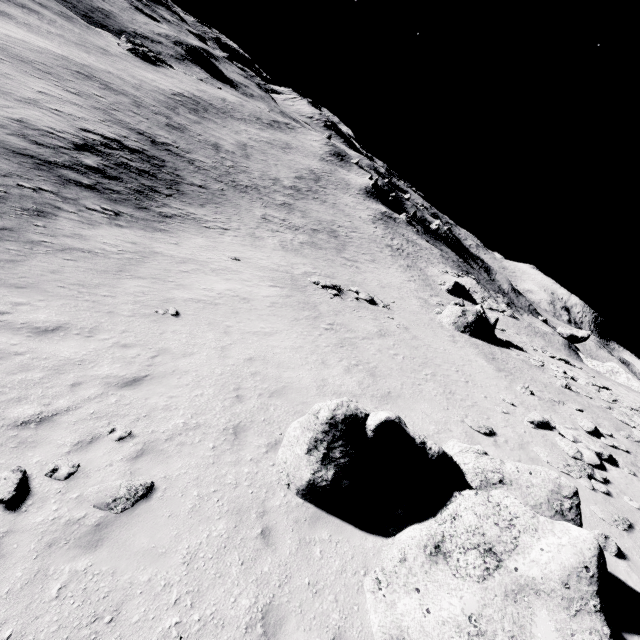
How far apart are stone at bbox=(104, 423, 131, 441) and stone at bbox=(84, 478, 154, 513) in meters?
1.0 m

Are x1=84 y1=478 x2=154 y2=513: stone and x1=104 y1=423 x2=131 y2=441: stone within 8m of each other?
yes

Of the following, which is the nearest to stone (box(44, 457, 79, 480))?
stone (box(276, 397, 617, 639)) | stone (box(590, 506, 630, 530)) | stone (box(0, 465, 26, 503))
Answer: stone (box(0, 465, 26, 503))

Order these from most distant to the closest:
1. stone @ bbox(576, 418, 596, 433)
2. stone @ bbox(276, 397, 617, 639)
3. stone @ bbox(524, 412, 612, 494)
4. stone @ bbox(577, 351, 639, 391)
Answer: stone @ bbox(577, 351, 639, 391) < stone @ bbox(576, 418, 596, 433) < stone @ bbox(524, 412, 612, 494) < stone @ bbox(276, 397, 617, 639)

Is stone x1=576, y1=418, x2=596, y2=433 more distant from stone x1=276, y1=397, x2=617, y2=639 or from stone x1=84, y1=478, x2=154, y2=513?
stone x1=84, y1=478, x2=154, y2=513

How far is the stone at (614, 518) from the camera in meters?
9.3 m

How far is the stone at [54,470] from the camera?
6.07m

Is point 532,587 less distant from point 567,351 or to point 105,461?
point 105,461
